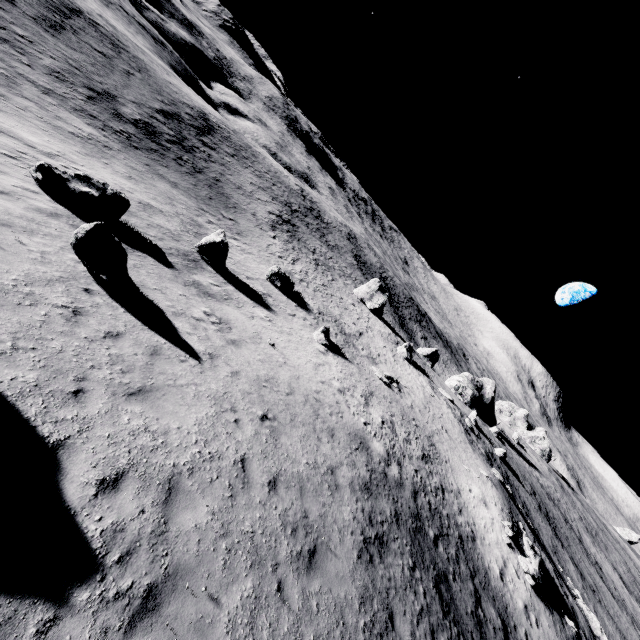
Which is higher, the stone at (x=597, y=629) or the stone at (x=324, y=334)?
the stone at (x=597, y=629)

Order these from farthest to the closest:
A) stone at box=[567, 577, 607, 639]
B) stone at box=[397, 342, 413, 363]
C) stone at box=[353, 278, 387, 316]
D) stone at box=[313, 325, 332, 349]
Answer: stone at box=[353, 278, 387, 316]
stone at box=[397, 342, 413, 363]
stone at box=[313, 325, 332, 349]
stone at box=[567, 577, 607, 639]

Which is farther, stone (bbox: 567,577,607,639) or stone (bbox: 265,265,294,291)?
stone (bbox: 265,265,294,291)

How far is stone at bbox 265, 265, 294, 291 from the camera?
28.36m

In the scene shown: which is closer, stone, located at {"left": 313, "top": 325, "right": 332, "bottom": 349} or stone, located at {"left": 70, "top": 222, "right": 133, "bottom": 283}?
stone, located at {"left": 70, "top": 222, "right": 133, "bottom": 283}

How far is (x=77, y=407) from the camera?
6.3m

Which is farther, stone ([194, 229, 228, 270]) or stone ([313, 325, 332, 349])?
stone ([313, 325, 332, 349])

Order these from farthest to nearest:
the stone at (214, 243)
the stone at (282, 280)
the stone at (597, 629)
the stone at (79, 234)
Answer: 1. the stone at (282, 280)
2. the stone at (597, 629)
3. the stone at (214, 243)
4. the stone at (79, 234)
